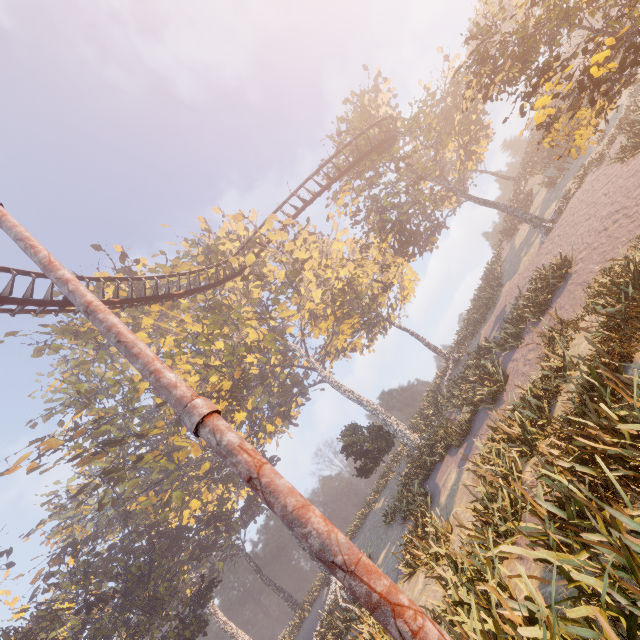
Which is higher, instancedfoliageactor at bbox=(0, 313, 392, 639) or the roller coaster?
the roller coaster

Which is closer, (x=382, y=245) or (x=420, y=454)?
(x=420, y=454)

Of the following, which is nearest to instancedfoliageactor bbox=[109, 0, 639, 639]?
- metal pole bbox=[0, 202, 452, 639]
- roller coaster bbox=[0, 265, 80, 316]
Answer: metal pole bbox=[0, 202, 452, 639]

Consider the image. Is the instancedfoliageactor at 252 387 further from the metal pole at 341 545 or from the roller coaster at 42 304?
the roller coaster at 42 304

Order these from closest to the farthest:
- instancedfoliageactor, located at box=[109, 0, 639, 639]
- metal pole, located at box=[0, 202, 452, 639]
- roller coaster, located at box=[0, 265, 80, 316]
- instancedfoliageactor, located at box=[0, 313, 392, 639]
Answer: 1. metal pole, located at box=[0, 202, 452, 639]
2. instancedfoliageactor, located at box=[109, 0, 639, 639]
3. roller coaster, located at box=[0, 265, 80, 316]
4. instancedfoliageactor, located at box=[0, 313, 392, 639]

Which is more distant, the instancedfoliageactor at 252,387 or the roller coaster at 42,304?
the roller coaster at 42,304

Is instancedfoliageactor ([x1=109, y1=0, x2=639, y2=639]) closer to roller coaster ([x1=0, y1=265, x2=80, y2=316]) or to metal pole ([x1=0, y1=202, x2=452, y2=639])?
metal pole ([x1=0, y1=202, x2=452, y2=639])
